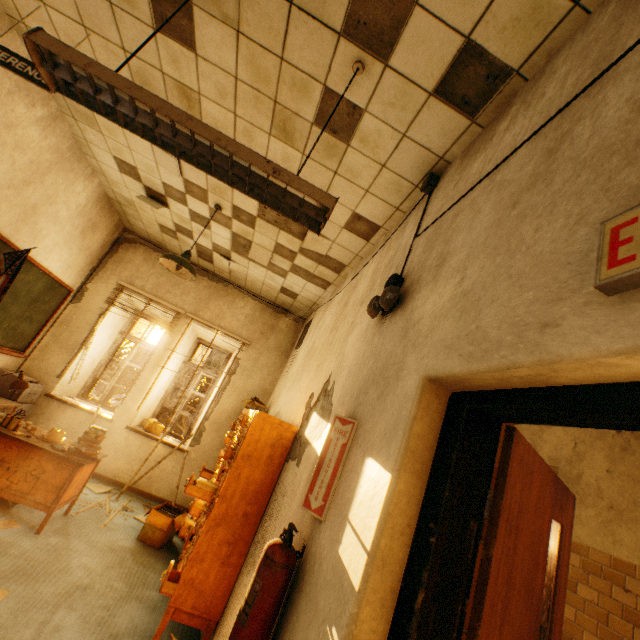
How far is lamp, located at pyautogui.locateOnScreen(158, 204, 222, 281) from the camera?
3.7m

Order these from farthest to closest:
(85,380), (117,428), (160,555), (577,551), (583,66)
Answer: (85,380) → (117,428) → (577,551) → (160,555) → (583,66)

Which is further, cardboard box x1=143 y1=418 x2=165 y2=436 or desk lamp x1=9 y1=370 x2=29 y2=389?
cardboard box x1=143 y1=418 x2=165 y2=436

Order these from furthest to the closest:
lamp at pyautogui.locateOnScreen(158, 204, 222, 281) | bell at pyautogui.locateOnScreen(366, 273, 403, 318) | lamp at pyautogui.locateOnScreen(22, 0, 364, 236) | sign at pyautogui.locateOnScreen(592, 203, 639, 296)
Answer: lamp at pyautogui.locateOnScreen(158, 204, 222, 281) → bell at pyautogui.locateOnScreen(366, 273, 403, 318) → lamp at pyautogui.locateOnScreen(22, 0, 364, 236) → sign at pyautogui.locateOnScreen(592, 203, 639, 296)

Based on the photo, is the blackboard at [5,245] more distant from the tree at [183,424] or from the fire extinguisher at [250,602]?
the tree at [183,424]

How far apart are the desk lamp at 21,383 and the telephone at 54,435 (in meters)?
0.53

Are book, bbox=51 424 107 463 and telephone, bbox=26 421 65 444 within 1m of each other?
yes

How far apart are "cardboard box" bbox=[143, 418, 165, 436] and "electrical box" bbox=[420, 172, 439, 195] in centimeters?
560cm
